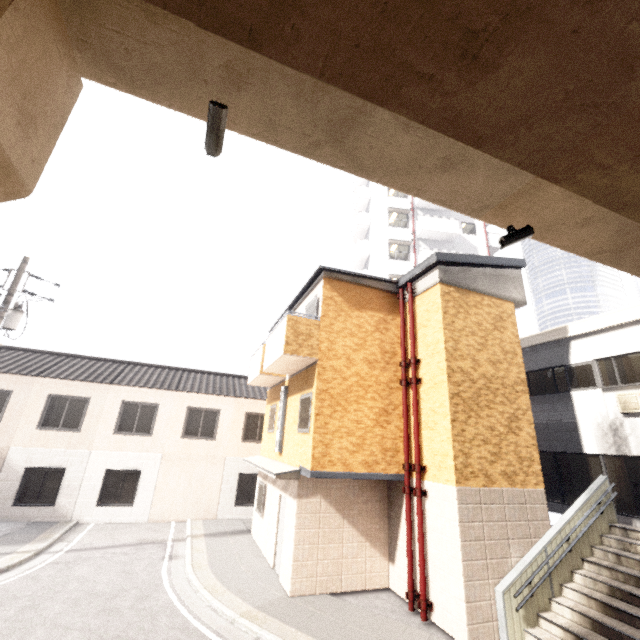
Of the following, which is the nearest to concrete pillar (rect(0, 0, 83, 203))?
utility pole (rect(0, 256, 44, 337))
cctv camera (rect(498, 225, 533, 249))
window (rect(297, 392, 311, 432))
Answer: cctv camera (rect(498, 225, 533, 249))

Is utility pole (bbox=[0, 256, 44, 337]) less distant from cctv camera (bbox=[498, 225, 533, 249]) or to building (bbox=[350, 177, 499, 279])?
cctv camera (bbox=[498, 225, 533, 249])

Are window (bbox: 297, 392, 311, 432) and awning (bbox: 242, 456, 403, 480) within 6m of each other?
yes

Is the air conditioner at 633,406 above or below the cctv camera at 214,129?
below

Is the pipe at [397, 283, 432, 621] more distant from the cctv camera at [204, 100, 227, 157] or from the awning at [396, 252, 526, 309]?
the cctv camera at [204, 100, 227, 157]

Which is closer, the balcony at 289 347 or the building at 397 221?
the balcony at 289 347

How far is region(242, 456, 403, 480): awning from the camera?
8.65m

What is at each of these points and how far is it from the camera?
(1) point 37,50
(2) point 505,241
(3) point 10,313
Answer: (1) concrete pillar, 2.5 meters
(2) cctv camera, 4.7 meters
(3) utility pole, 11.2 meters
